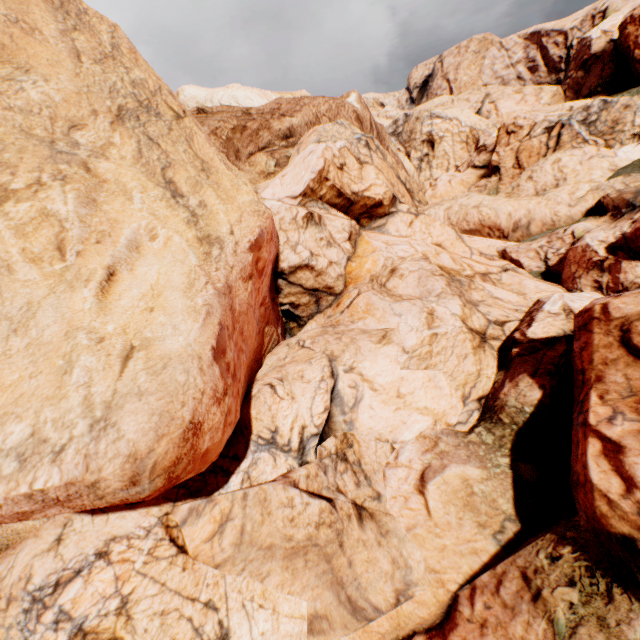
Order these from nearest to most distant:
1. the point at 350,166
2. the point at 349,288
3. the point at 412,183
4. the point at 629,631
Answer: the point at 629,631
the point at 349,288
the point at 350,166
the point at 412,183
